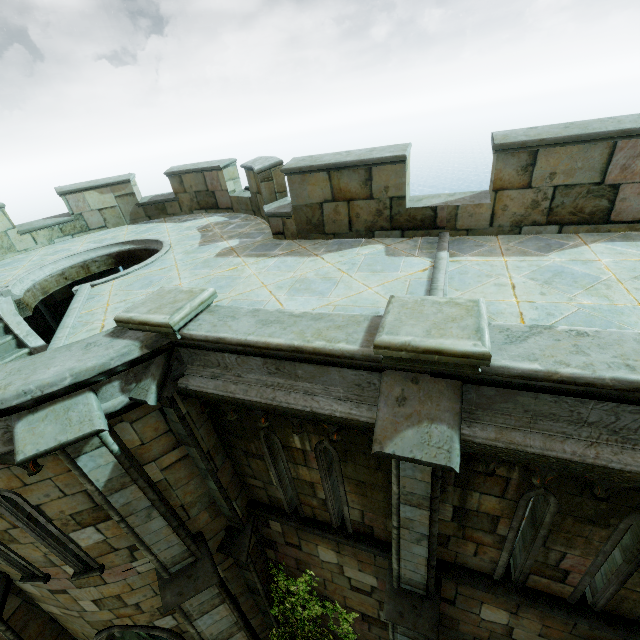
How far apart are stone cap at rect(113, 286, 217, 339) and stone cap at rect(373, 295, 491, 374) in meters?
2.4

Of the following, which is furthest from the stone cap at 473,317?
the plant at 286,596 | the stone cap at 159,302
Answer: the plant at 286,596

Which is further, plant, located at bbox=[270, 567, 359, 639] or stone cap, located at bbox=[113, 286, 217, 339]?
plant, located at bbox=[270, 567, 359, 639]

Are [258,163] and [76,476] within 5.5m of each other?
no

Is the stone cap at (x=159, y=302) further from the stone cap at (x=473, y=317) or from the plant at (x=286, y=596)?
the plant at (x=286, y=596)

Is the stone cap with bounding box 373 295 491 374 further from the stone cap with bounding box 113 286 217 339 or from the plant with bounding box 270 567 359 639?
the plant with bounding box 270 567 359 639

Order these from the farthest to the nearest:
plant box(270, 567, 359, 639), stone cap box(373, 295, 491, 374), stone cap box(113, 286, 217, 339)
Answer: plant box(270, 567, 359, 639) → stone cap box(113, 286, 217, 339) → stone cap box(373, 295, 491, 374)
